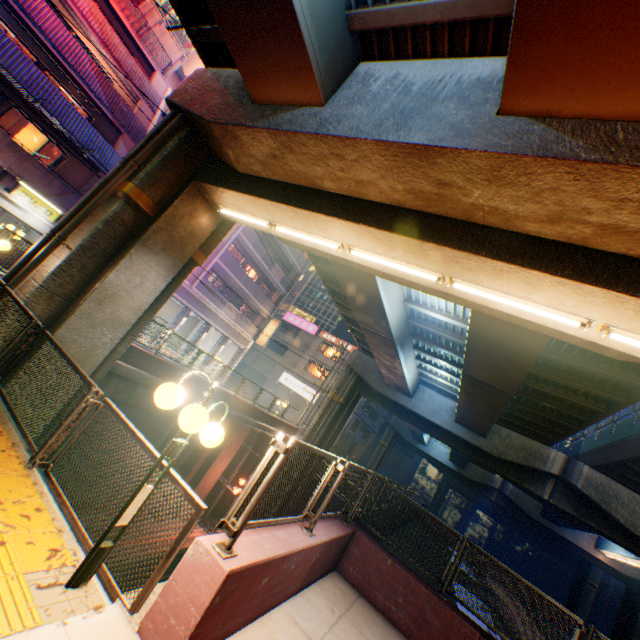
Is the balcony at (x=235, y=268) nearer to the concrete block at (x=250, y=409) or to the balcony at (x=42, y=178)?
the balcony at (x=42, y=178)

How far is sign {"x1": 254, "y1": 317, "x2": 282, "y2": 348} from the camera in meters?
33.9

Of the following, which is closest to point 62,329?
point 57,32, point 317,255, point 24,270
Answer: point 24,270

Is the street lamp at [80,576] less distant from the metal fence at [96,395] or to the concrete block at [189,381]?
the metal fence at [96,395]

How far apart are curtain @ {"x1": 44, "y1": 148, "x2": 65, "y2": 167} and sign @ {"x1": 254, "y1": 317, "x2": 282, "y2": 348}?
21.2m

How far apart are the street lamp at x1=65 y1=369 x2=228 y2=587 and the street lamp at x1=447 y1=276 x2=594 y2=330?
4.61m

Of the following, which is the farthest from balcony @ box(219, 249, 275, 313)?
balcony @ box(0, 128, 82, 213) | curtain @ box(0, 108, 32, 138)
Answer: curtain @ box(0, 108, 32, 138)

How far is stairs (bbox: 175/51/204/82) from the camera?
27.45m
